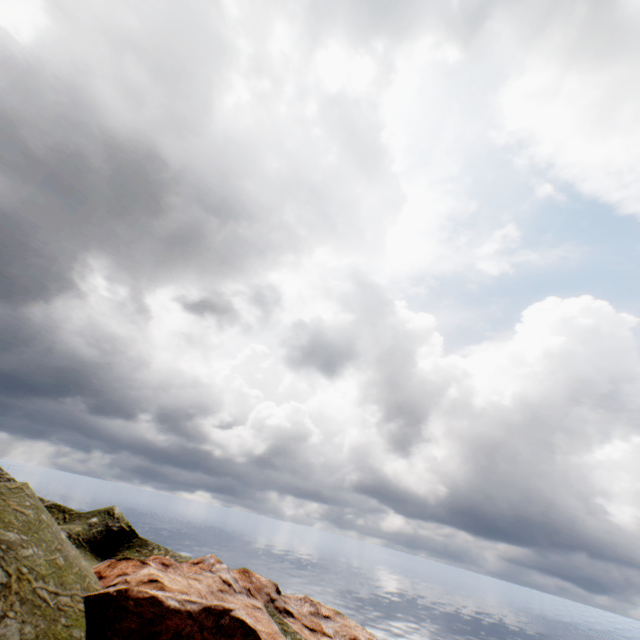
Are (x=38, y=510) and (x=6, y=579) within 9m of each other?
yes
